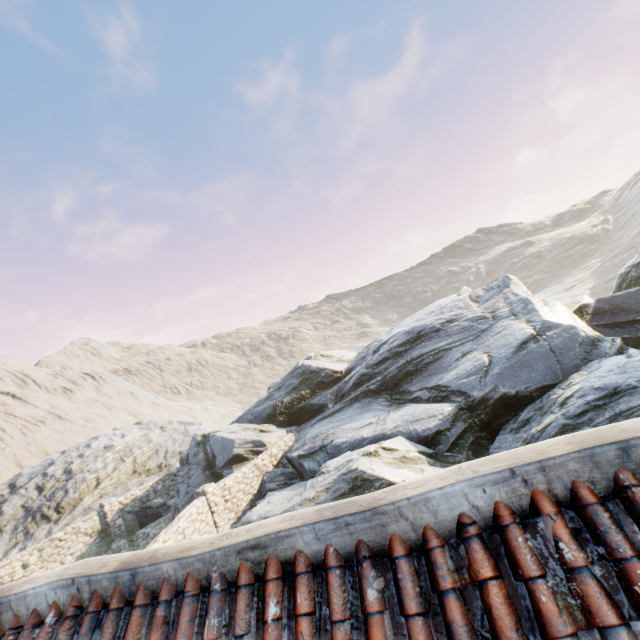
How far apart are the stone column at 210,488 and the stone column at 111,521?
7.3m

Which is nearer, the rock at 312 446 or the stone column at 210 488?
the rock at 312 446

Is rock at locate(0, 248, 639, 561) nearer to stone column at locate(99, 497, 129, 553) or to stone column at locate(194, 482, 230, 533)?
stone column at locate(194, 482, 230, 533)

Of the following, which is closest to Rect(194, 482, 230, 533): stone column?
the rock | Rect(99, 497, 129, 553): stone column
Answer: the rock

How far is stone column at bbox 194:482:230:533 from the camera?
13.1m

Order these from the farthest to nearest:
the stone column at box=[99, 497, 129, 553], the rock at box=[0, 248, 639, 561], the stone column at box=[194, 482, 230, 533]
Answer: the stone column at box=[99, 497, 129, 553]
the stone column at box=[194, 482, 230, 533]
the rock at box=[0, 248, 639, 561]

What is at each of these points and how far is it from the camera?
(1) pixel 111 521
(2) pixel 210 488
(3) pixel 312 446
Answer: →
(1) stone column, 17.50m
(2) stone column, 13.36m
(3) rock, 14.64m
